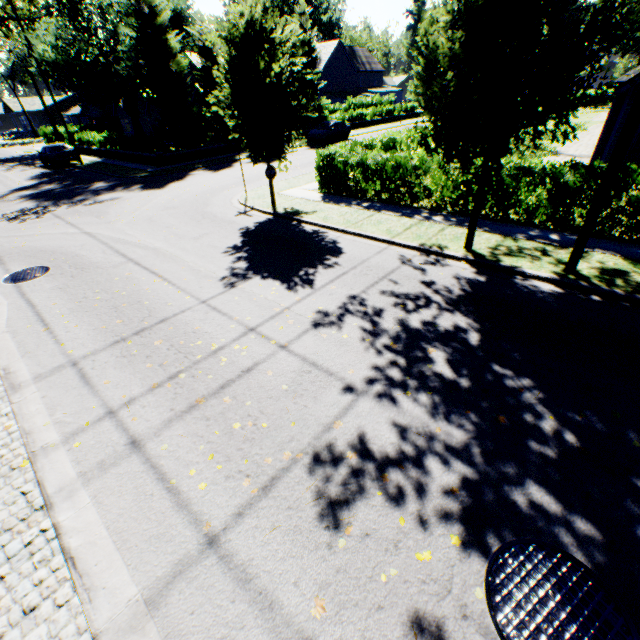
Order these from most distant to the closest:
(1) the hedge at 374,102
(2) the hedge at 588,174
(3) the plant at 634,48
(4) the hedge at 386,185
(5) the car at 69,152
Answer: (3) the plant at 634,48, (1) the hedge at 374,102, (5) the car at 69,152, (4) the hedge at 386,185, (2) the hedge at 588,174

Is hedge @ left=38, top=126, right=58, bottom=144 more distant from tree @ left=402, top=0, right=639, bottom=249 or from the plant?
the plant

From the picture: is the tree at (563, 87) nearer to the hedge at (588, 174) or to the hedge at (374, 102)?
the hedge at (374, 102)

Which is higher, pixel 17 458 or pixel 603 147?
pixel 603 147

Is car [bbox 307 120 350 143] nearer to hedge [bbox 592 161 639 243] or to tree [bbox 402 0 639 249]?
tree [bbox 402 0 639 249]

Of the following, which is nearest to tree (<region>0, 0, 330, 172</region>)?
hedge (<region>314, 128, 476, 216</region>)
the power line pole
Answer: hedge (<region>314, 128, 476, 216</region>)

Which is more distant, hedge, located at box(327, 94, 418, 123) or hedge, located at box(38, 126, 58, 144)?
hedge, located at box(38, 126, 58, 144)

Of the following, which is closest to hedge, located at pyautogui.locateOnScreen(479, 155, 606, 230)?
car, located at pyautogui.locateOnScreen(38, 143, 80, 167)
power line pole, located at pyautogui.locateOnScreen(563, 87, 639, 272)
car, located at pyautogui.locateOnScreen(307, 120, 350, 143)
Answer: power line pole, located at pyautogui.locateOnScreen(563, 87, 639, 272)
